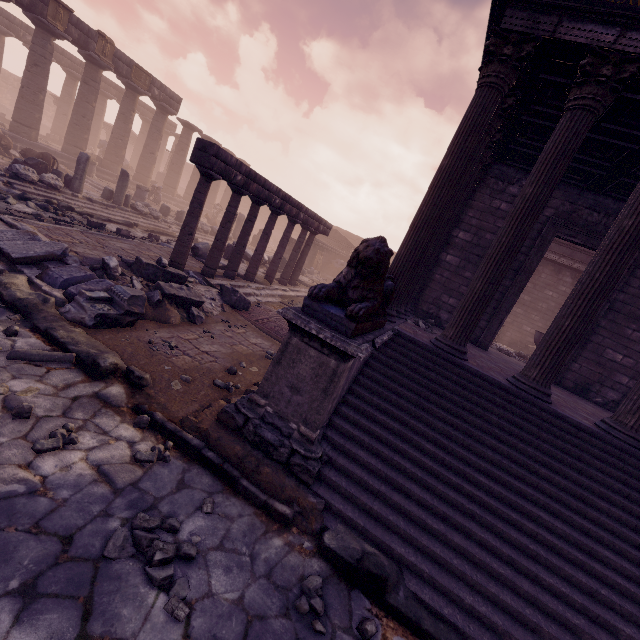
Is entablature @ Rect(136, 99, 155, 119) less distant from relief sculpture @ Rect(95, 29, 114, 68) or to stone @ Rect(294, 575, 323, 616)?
relief sculpture @ Rect(95, 29, 114, 68)

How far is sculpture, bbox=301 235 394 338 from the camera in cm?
339

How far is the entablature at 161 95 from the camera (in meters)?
20.25

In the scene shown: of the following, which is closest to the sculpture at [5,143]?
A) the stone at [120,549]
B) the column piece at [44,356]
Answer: the column piece at [44,356]

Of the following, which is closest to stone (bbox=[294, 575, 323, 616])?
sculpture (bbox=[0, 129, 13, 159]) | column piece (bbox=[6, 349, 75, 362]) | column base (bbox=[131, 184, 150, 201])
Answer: column piece (bbox=[6, 349, 75, 362])

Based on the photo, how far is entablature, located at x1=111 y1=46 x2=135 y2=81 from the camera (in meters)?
17.93

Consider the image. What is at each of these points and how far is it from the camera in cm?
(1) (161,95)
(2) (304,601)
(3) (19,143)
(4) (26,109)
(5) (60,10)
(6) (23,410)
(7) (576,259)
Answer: (1) entablature, 2095
(2) stone, 244
(3) building base, 1620
(4) column, 1598
(5) relief sculpture, 1516
(6) stone, 295
(7) entablature, 1561

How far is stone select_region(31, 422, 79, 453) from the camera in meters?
2.7
